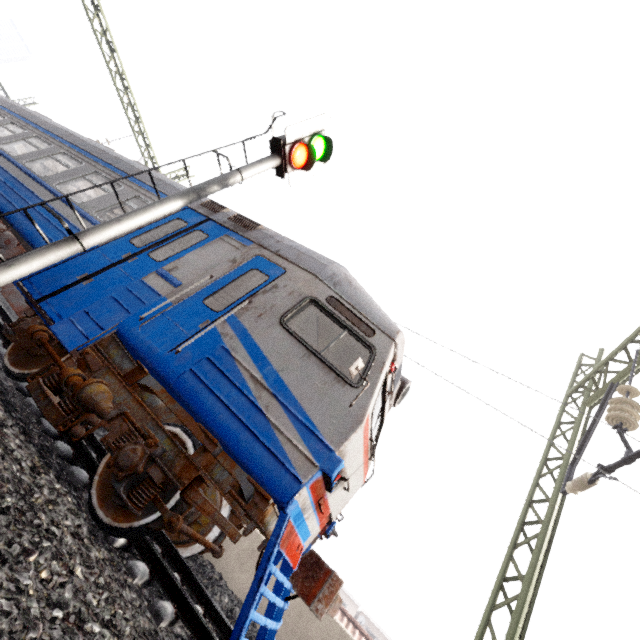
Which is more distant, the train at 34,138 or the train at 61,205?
the train at 34,138

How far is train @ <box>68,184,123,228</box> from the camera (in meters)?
5.76

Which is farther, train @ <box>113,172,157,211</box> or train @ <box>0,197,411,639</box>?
train @ <box>113,172,157,211</box>

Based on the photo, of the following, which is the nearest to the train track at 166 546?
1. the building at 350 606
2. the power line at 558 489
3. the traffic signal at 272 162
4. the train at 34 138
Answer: the train at 34 138

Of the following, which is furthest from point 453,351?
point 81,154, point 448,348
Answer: point 81,154

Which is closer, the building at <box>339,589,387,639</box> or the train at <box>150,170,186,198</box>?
the train at <box>150,170,186,198</box>

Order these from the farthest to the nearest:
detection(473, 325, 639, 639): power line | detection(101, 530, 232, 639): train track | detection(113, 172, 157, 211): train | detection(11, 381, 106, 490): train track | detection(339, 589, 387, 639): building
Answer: detection(339, 589, 387, 639): building → detection(113, 172, 157, 211): train → detection(473, 325, 639, 639): power line → detection(11, 381, 106, 490): train track → detection(101, 530, 232, 639): train track
